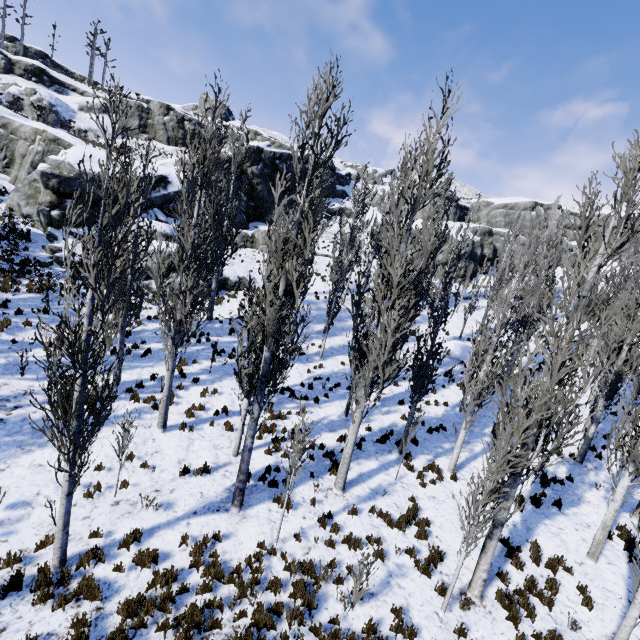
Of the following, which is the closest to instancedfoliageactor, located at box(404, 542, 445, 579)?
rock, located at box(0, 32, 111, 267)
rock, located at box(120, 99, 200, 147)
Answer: rock, located at box(0, 32, 111, 267)

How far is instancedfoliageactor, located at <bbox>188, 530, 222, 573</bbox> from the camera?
7.30m

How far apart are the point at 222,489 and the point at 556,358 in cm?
942

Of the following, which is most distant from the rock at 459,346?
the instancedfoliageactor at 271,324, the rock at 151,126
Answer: the rock at 151,126

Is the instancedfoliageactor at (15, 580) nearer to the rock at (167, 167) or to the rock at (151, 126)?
the rock at (167, 167)

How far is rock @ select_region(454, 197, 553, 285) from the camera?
39.1 meters

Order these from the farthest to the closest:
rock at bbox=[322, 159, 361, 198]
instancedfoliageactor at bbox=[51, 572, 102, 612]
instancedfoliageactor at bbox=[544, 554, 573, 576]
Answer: rock at bbox=[322, 159, 361, 198], instancedfoliageactor at bbox=[544, 554, 573, 576], instancedfoliageactor at bbox=[51, 572, 102, 612]
